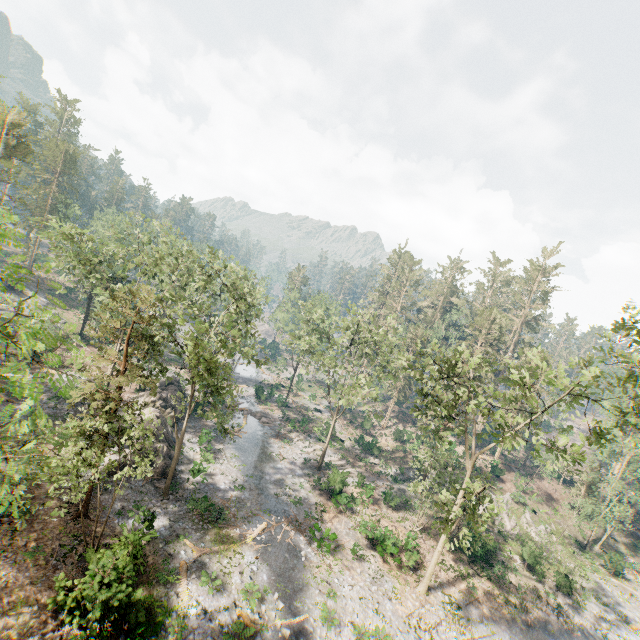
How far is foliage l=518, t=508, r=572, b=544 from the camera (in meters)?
37.41

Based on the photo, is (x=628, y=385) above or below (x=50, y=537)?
above

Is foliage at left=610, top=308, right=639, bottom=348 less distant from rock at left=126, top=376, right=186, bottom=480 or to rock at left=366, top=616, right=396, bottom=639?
rock at left=126, top=376, right=186, bottom=480

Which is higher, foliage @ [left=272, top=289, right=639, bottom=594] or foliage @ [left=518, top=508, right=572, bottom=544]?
foliage @ [left=272, top=289, right=639, bottom=594]

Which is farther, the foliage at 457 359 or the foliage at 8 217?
the foliage at 457 359

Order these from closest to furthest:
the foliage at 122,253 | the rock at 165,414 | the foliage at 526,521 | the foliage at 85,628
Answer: the foliage at 122,253 < the foliage at 85,628 < the rock at 165,414 < the foliage at 526,521
